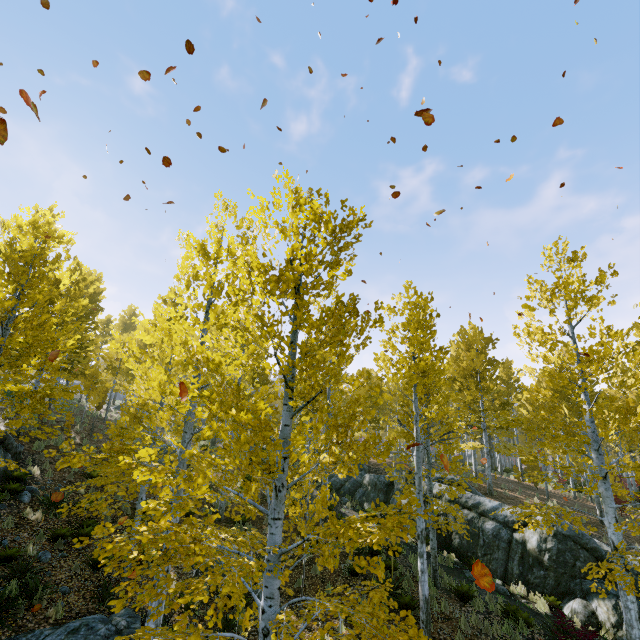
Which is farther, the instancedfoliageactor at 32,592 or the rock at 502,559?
the rock at 502,559

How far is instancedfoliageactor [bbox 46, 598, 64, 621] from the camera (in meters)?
7.67

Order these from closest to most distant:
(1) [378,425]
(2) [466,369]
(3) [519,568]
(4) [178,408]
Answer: (4) [178,408]
(3) [519,568]
(2) [466,369]
(1) [378,425]

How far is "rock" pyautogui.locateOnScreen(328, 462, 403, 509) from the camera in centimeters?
1752cm

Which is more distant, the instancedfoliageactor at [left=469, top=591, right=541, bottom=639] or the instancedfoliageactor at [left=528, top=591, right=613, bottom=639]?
the instancedfoliageactor at [left=469, top=591, right=541, bottom=639]

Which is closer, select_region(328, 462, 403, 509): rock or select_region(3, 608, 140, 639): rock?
select_region(3, 608, 140, 639): rock

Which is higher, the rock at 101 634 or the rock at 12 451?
the rock at 12 451

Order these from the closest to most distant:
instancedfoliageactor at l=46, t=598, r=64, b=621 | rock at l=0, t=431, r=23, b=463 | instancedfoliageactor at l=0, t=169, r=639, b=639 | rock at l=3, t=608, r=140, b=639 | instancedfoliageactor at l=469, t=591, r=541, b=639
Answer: instancedfoliageactor at l=0, t=169, r=639, b=639 → rock at l=3, t=608, r=140, b=639 → instancedfoliageactor at l=46, t=598, r=64, b=621 → instancedfoliageactor at l=469, t=591, r=541, b=639 → rock at l=0, t=431, r=23, b=463
